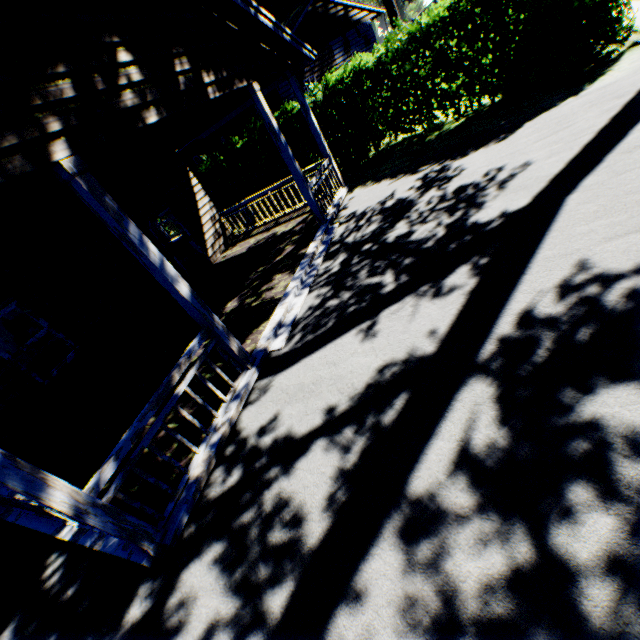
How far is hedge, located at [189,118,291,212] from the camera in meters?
13.7

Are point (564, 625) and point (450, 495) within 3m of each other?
yes

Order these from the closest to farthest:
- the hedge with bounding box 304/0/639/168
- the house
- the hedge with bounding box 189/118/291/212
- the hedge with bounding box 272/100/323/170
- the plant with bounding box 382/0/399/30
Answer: the house
the hedge with bounding box 304/0/639/168
the hedge with bounding box 272/100/323/170
the hedge with bounding box 189/118/291/212
the plant with bounding box 382/0/399/30

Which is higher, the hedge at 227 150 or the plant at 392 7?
the plant at 392 7

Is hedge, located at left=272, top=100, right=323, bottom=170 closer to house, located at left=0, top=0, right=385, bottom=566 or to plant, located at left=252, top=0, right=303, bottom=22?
house, located at left=0, top=0, right=385, bottom=566

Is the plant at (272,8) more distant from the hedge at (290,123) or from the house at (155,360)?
the hedge at (290,123)

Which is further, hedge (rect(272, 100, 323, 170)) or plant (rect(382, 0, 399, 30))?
plant (rect(382, 0, 399, 30))
